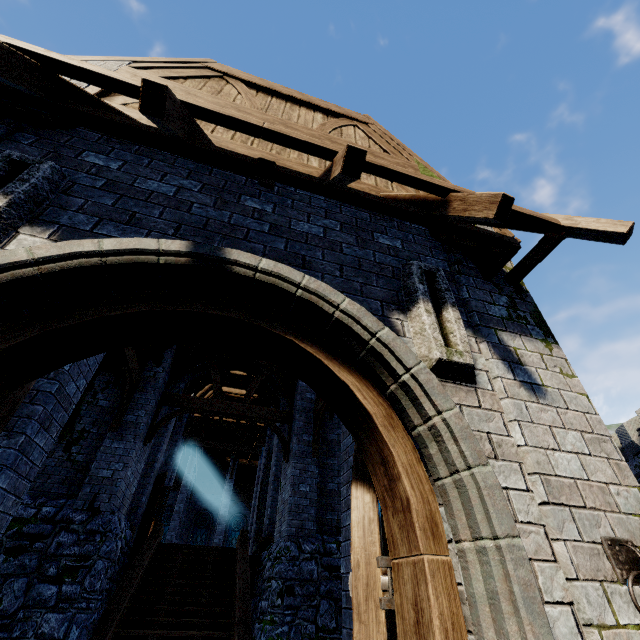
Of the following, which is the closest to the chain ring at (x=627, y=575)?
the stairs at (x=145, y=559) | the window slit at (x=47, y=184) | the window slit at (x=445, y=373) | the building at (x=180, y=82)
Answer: the building at (x=180, y=82)

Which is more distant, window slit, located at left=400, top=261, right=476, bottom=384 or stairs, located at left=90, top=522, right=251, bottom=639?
stairs, located at left=90, top=522, right=251, bottom=639

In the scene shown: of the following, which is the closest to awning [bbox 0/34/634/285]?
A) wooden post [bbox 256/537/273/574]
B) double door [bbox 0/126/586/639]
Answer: double door [bbox 0/126/586/639]

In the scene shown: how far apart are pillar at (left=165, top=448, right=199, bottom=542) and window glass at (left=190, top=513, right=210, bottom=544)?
7.2 meters

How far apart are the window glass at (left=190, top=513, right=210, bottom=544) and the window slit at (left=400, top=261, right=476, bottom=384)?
32.82m

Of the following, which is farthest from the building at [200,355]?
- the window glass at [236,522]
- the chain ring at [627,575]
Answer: the window glass at [236,522]

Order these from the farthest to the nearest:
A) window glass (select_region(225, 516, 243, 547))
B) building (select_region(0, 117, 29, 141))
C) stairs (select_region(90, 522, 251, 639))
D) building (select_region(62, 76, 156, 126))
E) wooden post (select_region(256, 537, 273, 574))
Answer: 1. window glass (select_region(225, 516, 243, 547))
2. wooden post (select_region(256, 537, 273, 574))
3. stairs (select_region(90, 522, 251, 639))
4. building (select_region(62, 76, 156, 126))
5. building (select_region(0, 117, 29, 141))

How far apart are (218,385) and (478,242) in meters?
10.0
